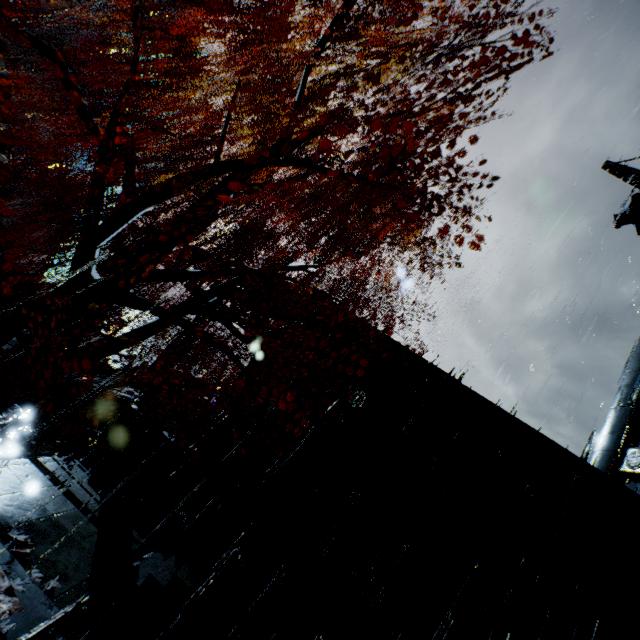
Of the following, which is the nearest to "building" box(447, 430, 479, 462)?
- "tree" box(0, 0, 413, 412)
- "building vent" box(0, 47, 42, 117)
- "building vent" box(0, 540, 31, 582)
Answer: "building vent" box(0, 47, 42, 117)

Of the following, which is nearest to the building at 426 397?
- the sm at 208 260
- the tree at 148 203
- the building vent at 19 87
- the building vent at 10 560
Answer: the sm at 208 260

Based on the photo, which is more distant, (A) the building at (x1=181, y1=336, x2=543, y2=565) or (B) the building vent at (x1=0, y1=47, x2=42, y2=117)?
(B) the building vent at (x1=0, y1=47, x2=42, y2=117)

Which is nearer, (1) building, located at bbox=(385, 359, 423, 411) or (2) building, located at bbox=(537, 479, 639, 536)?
(2) building, located at bbox=(537, 479, 639, 536)

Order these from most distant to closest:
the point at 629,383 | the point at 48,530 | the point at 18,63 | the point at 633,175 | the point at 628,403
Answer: →
1. the point at 18,63
2. the point at 633,175
3. the point at 629,383
4. the point at 628,403
5. the point at 48,530

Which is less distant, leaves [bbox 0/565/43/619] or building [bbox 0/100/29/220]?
leaves [bbox 0/565/43/619]

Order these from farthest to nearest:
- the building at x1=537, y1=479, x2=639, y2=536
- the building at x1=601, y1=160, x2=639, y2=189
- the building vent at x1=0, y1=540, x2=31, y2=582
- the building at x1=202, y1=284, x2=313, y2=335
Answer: the building at x1=601, y1=160, x2=639, y2=189 < the building at x1=202, y1=284, x2=313, y2=335 < the building at x1=537, y1=479, x2=639, y2=536 < the building vent at x1=0, y1=540, x2=31, y2=582
